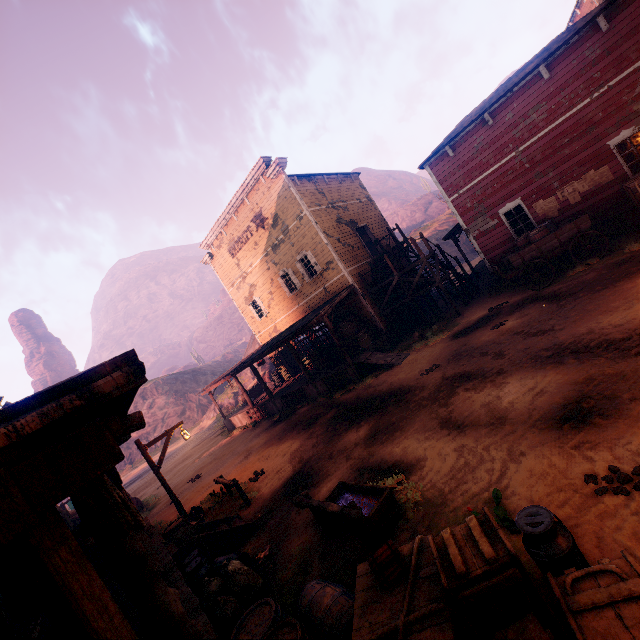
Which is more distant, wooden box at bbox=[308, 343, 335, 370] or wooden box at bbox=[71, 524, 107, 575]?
wooden box at bbox=[308, 343, 335, 370]

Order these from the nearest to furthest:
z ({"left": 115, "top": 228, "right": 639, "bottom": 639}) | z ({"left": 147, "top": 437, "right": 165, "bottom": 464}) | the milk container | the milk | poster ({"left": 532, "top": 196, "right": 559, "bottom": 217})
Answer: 1. the milk
2. z ({"left": 115, "top": 228, "right": 639, "bottom": 639})
3. the milk container
4. poster ({"left": 532, "top": 196, "right": 559, "bottom": 217})
5. z ({"left": 147, "top": 437, "right": 165, "bottom": 464})

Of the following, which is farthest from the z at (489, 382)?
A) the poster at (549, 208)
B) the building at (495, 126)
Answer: the poster at (549, 208)

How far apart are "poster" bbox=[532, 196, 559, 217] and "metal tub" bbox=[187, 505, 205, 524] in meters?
16.9 m

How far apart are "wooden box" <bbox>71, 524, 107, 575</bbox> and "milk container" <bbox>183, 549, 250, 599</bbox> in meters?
2.9

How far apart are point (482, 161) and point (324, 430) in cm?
1318

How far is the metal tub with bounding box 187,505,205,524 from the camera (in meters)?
9.60

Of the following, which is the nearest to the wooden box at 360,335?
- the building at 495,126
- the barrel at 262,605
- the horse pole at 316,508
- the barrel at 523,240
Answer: the building at 495,126
